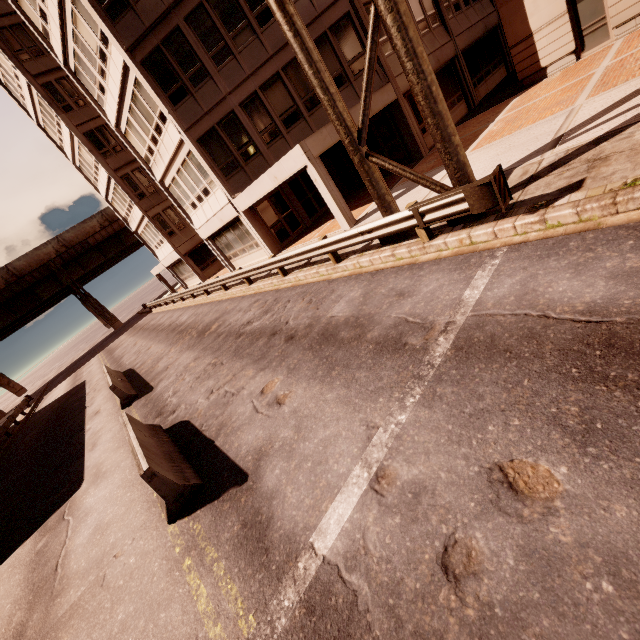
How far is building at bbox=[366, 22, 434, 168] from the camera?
14.8 meters

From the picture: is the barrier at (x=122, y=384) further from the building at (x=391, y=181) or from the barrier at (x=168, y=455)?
the building at (x=391, y=181)

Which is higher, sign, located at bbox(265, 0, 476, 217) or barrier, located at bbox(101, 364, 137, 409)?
sign, located at bbox(265, 0, 476, 217)

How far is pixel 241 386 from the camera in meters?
7.8

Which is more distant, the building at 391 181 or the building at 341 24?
the building at 391 181

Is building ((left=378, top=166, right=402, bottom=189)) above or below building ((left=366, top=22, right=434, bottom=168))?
below

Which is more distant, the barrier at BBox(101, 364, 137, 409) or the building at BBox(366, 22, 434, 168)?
the building at BBox(366, 22, 434, 168)
